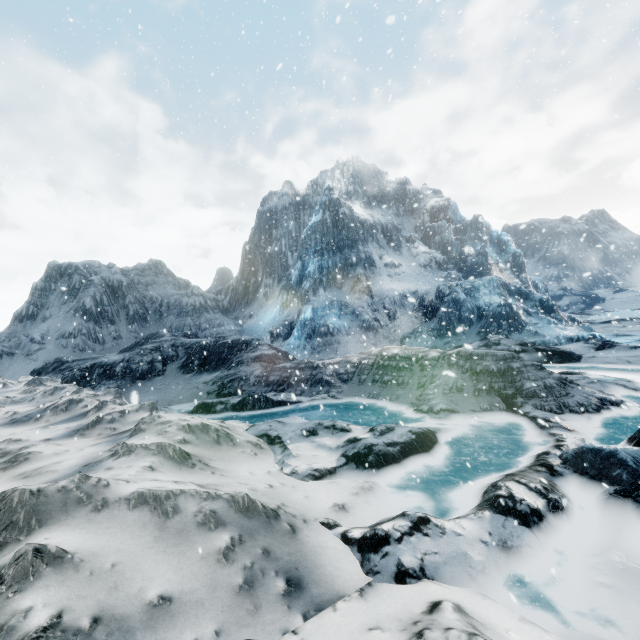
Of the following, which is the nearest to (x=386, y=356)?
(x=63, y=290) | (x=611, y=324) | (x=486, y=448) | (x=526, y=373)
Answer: (x=526, y=373)
